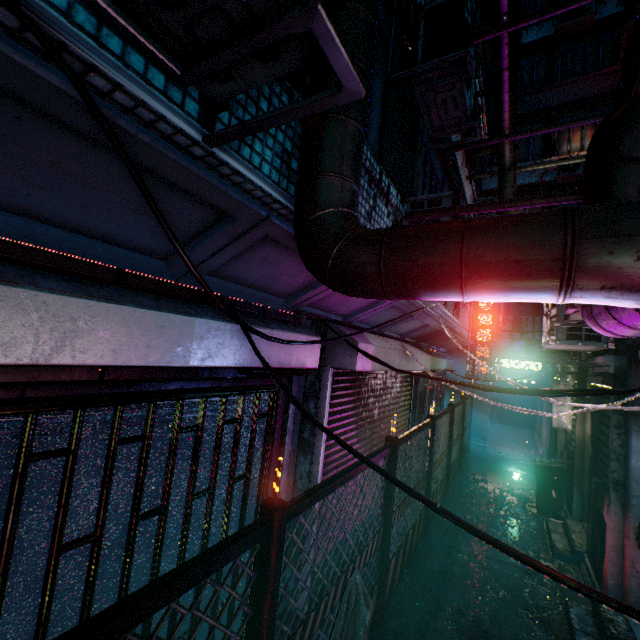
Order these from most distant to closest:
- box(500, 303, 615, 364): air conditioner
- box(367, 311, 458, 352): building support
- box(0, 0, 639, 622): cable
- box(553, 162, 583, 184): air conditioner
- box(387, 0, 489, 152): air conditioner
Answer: box(553, 162, 583, 184): air conditioner
box(367, 311, 458, 352): building support
box(500, 303, 615, 364): air conditioner
box(387, 0, 489, 152): air conditioner
box(0, 0, 639, 622): cable

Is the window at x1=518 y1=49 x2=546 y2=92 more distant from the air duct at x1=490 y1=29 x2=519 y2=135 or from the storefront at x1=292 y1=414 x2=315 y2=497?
the storefront at x1=292 y1=414 x2=315 y2=497

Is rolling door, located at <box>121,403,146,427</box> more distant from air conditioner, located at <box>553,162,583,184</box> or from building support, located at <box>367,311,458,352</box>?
air conditioner, located at <box>553,162,583,184</box>

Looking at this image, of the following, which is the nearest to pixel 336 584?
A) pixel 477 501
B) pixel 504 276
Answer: pixel 504 276

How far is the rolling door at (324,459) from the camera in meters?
3.4

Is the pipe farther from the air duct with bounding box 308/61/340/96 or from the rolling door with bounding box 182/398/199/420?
the rolling door with bounding box 182/398/199/420

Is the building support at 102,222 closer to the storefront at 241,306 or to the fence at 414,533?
the storefront at 241,306

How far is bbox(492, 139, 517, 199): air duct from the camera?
5.8 meters
